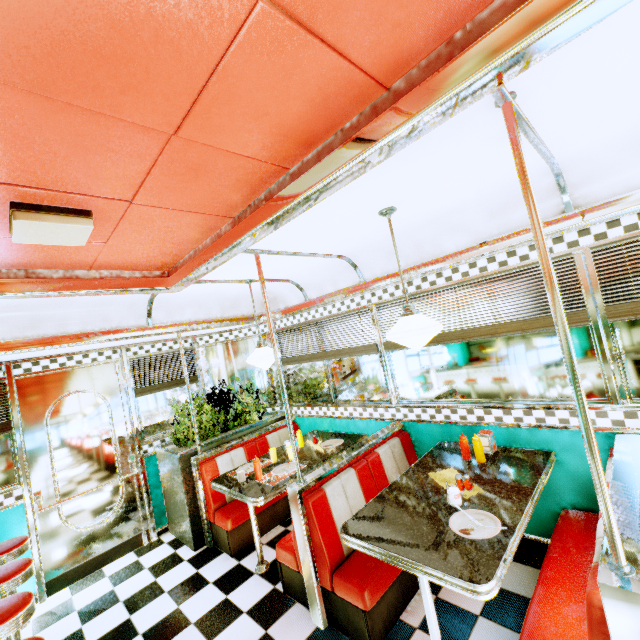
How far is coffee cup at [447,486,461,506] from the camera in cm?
221

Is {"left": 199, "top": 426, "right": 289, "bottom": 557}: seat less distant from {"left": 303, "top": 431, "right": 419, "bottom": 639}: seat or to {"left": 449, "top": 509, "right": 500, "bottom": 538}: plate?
{"left": 303, "top": 431, "right": 419, "bottom": 639}: seat

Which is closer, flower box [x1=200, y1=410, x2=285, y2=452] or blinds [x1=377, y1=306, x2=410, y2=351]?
blinds [x1=377, y1=306, x2=410, y2=351]

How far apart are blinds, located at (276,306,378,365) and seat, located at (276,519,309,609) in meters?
0.9

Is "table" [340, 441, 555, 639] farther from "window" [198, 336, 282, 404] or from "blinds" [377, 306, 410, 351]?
"window" [198, 336, 282, 404]

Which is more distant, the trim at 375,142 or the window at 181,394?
the window at 181,394

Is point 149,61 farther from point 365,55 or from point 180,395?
point 180,395

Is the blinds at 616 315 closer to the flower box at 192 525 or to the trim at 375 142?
the trim at 375 142
